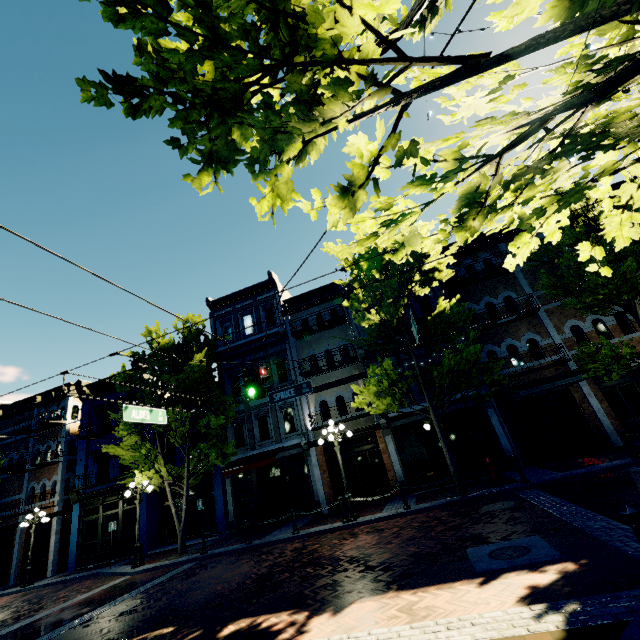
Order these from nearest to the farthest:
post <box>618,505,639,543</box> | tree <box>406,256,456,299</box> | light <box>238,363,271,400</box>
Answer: post <box>618,505,639,543</box> < light <box>238,363,271,400</box> < tree <box>406,256,456,299</box>

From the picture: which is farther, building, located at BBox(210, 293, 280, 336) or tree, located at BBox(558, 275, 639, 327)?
building, located at BBox(210, 293, 280, 336)

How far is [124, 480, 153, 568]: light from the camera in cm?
1384

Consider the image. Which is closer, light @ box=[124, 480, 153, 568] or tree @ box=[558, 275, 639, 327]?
tree @ box=[558, 275, 639, 327]

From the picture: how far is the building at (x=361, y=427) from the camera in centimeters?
1600cm

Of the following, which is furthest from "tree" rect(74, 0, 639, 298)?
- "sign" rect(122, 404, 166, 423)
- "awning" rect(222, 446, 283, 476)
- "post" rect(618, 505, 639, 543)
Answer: "sign" rect(122, 404, 166, 423)

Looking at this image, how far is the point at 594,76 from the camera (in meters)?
1.59

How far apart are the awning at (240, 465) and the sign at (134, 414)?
6.9m
